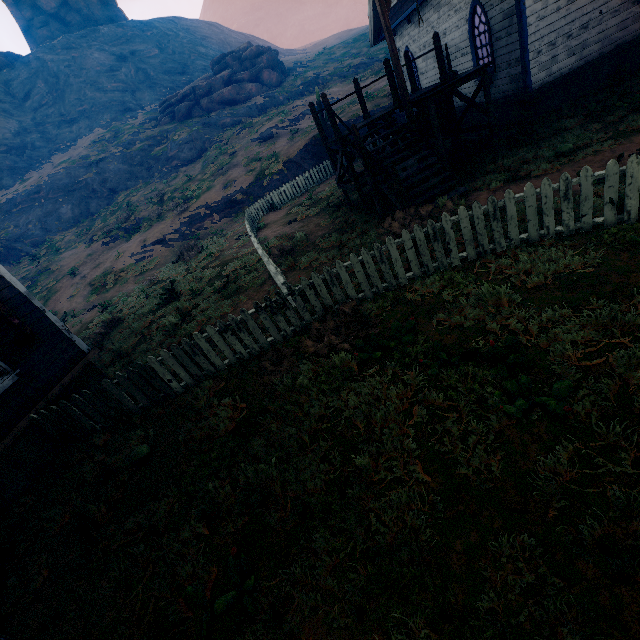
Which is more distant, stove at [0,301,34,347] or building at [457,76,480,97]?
building at [457,76,480,97]

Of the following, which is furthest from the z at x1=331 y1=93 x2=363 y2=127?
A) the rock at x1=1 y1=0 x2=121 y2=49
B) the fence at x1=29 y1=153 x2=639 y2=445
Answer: the rock at x1=1 y1=0 x2=121 y2=49

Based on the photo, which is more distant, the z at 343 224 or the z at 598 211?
the z at 343 224

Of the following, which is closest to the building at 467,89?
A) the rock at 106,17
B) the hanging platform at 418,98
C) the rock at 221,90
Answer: the hanging platform at 418,98

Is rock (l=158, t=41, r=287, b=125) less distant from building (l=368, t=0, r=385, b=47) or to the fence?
building (l=368, t=0, r=385, b=47)

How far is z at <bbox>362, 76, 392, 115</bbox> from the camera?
23.4 meters

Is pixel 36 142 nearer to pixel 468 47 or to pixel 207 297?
pixel 207 297

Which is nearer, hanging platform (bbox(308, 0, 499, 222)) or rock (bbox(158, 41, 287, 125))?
hanging platform (bbox(308, 0, 499, 222))
